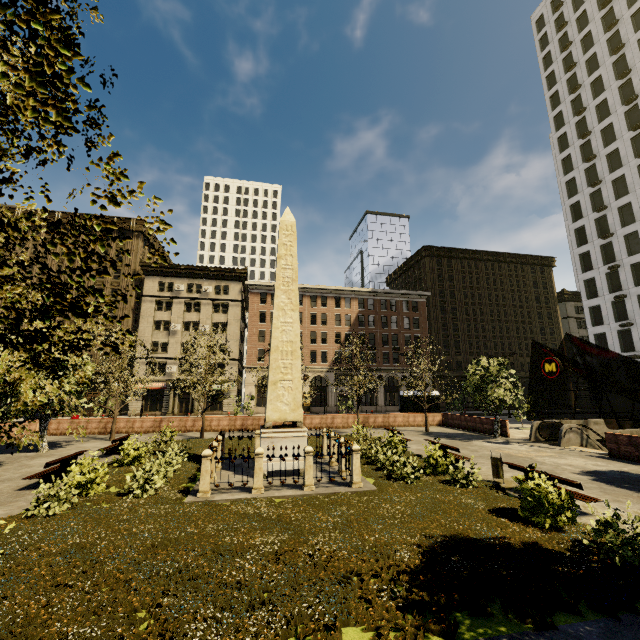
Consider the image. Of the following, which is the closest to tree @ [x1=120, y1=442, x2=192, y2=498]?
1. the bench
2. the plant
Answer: the plant

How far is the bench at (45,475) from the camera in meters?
11.4 m

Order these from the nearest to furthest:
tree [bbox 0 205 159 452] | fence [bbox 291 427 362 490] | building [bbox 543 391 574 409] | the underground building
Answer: tree [bbox 0 205 159 452] → fence [bbox 291 427 362 490] → the underground building → building [bbox 543 391 574 409]

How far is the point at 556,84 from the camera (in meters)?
51.94

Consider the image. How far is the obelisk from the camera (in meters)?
12.76

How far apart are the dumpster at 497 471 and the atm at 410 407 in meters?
18.8 m

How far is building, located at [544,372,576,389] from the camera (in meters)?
57.78

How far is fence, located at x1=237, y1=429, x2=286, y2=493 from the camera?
10.6 meters
